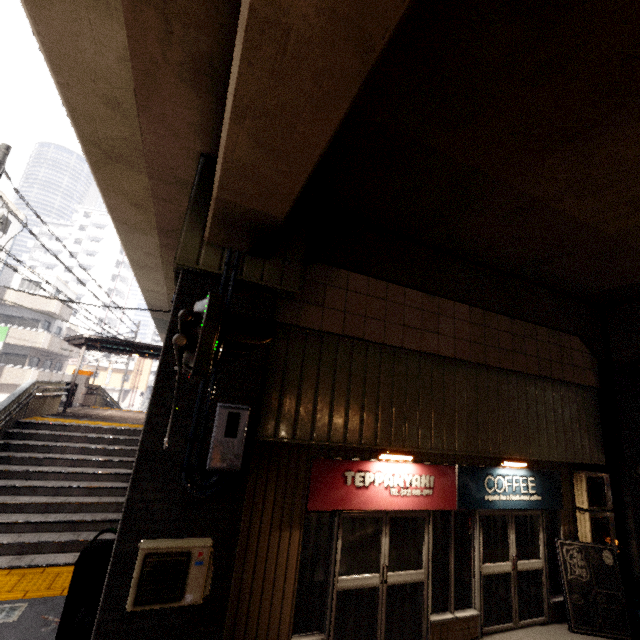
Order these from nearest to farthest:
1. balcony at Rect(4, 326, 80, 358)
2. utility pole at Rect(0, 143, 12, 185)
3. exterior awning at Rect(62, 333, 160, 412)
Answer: utility pole at Rect(0, 143, 12, 185), exterior awning at Rect(62, 333, 160, 412), balcony at Rect(4, 326, 80, 358)

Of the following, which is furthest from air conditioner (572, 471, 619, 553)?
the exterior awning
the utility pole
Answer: the utility pole

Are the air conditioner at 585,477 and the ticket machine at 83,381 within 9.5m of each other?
no

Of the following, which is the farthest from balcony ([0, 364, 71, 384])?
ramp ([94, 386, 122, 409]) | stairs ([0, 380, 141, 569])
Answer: stairs ([0, 380, 141, 569])

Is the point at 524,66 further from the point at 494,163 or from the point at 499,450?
the point at 499,450

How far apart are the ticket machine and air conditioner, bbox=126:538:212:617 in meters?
16.9 m

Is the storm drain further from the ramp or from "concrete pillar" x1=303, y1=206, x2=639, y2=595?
the ramp

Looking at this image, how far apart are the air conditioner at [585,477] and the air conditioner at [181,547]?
7.73m
